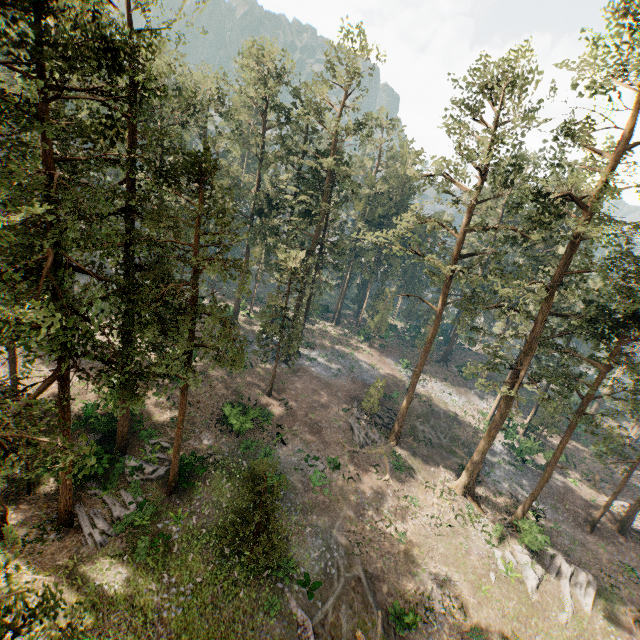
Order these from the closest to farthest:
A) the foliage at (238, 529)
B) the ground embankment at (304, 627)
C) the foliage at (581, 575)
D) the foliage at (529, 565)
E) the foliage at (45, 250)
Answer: the foliage at (45, 250) → the foliage at (238, 529) → the ground embankment at (304, 627) → the foliage at (581, 575) → the foliage at (529, 565)

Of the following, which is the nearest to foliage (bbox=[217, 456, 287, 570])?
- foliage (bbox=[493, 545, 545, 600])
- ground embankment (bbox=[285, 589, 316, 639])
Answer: foliage (bbox=[493, 545, 545, 600])

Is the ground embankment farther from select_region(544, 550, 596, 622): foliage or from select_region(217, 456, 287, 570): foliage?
select_region(544, 550, 596, 622): foliage

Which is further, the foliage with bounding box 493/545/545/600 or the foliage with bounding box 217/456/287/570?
the foliage with bounding box 493/545/545/600

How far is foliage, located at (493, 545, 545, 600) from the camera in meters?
24.6

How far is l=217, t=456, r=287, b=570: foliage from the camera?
16.67m

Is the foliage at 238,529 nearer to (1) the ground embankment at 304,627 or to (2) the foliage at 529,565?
(2) the foliage at 529,565

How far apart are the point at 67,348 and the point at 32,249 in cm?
478
